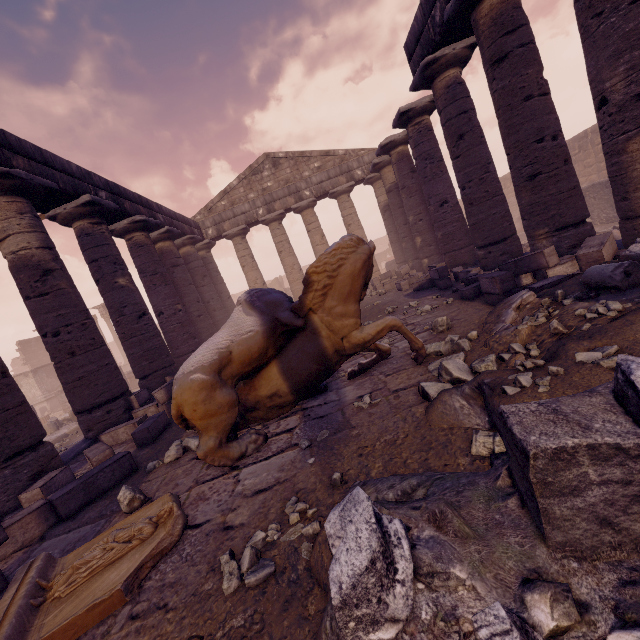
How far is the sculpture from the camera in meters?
3.2 m

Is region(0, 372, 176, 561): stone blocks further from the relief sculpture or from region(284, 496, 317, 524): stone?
region(284, 496, 317, 524): stone

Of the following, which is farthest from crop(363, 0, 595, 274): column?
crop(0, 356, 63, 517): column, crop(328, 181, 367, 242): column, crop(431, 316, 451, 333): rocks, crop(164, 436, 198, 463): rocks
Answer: crop(0, 356, 63, 517): column

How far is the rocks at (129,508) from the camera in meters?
3.1

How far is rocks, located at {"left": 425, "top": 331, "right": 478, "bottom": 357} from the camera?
4.0m

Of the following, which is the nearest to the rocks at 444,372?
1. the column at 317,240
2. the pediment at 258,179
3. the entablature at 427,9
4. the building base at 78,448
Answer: the building base at 78,448

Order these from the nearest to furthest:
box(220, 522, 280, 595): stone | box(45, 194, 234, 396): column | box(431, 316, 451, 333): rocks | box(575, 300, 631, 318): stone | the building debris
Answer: box(220, 522, 280, 595): stone → box(575, 300, 631, 318): stone → box(431, 316, 451, 333): rocks → box(45, 194, 234, 396): column → the building debris

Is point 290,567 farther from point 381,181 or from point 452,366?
point 381,181
